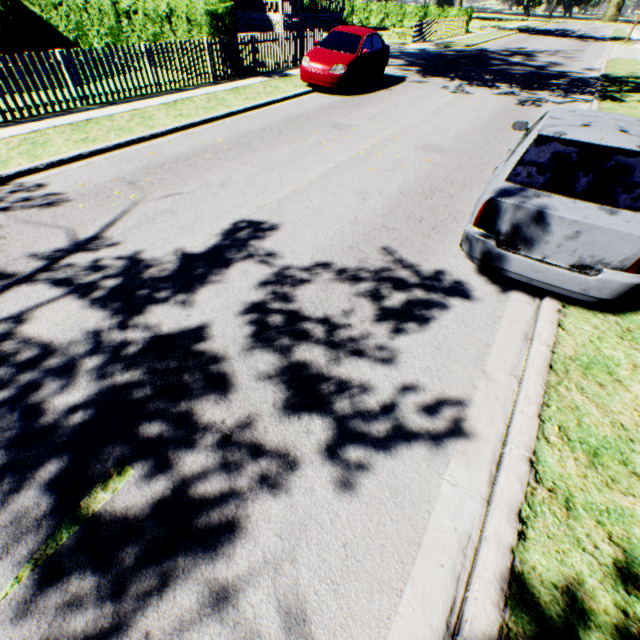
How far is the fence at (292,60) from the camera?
12.7m

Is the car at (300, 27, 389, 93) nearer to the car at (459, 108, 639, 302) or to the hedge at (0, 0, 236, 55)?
the hedge at (0, 0, 236, 55)

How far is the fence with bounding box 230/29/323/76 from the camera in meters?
12.7 m

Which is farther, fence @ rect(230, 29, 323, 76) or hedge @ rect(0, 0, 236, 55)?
fence @ rect(230, 29, 323, 76)

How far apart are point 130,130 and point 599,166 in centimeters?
926cm

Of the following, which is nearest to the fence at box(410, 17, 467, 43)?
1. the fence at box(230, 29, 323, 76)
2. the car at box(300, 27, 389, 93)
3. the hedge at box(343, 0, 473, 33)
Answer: the hedge at box(343, 0, 473, 33)

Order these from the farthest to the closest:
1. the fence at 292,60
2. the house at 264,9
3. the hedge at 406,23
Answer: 1. the hedge at 406,23
2. the house at 264,9
3. the fence at 292,60

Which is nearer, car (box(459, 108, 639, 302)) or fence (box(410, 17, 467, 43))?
car (box(459, 108, 639, 302))
